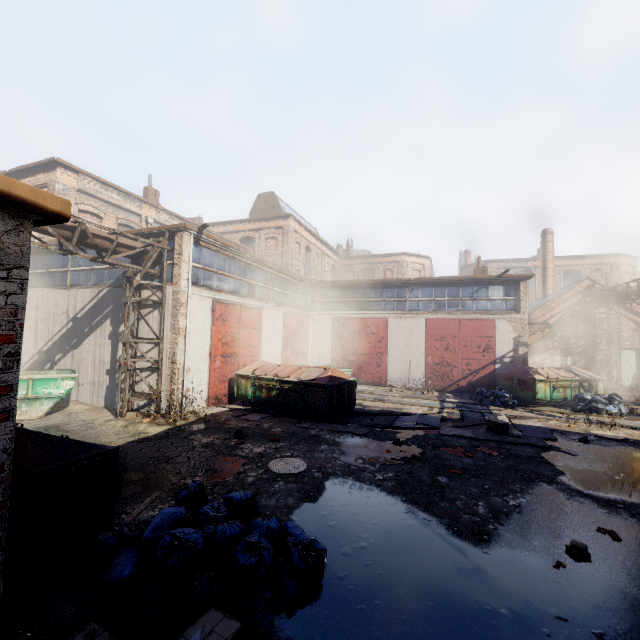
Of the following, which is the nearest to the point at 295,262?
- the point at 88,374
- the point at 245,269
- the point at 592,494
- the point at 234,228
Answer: the point at 234,228

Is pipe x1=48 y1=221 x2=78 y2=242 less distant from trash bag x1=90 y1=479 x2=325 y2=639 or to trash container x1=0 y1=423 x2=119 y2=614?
trash container x1=0 y1=423 x2=119 y2=614

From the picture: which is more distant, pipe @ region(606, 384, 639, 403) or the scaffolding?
pipe @ region(606, 384, 639, 403)

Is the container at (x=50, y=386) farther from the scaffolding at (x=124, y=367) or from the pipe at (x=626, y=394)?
the pipe at (x=626, y=394)

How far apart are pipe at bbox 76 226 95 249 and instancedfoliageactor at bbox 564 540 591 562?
12.72m

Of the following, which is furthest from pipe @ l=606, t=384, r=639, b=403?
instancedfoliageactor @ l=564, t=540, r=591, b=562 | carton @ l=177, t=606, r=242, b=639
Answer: carton @ l=177, t=606, r=242, b=639

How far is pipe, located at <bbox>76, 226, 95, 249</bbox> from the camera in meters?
9.2 m

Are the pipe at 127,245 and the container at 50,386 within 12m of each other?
yes
